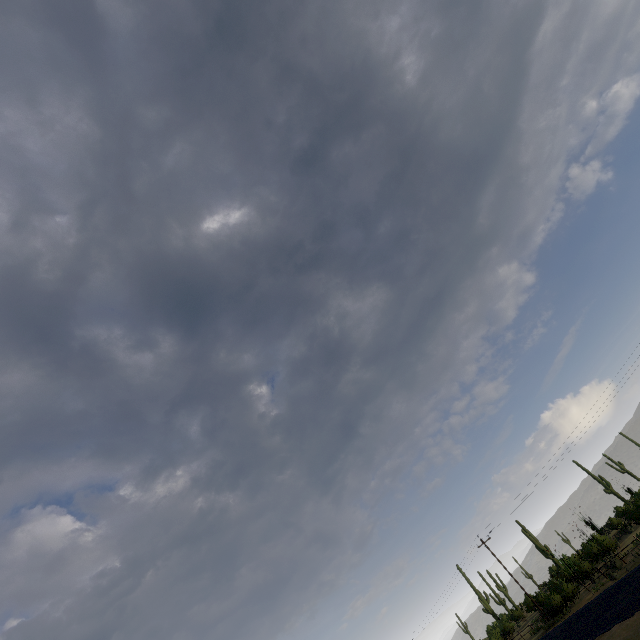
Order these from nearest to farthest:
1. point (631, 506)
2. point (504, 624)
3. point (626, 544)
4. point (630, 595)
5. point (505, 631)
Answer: point (630, 595), point (626, 544), point (505, 631), point (504, 624), point (631, 506)
